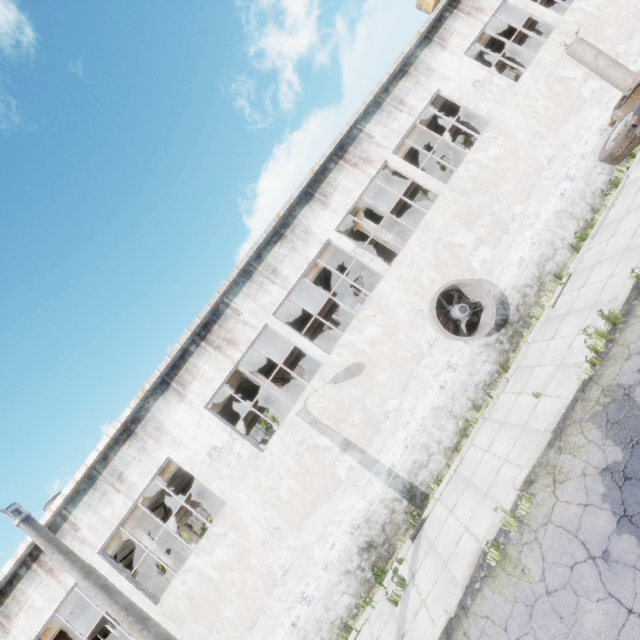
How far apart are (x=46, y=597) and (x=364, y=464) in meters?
11.2

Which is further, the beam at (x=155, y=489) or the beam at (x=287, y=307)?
the beam at (x=287, y=307)

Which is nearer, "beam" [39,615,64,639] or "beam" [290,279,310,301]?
"beam" [39,615,64,639]

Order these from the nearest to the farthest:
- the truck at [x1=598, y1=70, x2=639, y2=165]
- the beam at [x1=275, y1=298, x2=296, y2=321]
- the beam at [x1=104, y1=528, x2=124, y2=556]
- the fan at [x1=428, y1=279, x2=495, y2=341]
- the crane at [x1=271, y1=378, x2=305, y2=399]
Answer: the truck at [x1=598, y1=70, x2=639, y2=165] < the fan at [x1=428, y1=279, x2=495, y2=341] < the beam at [x1=104, y1=528, x2=124, y2=556] < the beam at [x1=275, y1=298, x2=296, y2=321] < the crane at [x1=271, y1=378, x2=305, y2=399]

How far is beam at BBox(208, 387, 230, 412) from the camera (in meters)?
14.23

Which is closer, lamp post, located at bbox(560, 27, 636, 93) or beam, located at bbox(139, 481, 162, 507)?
lamp post, located at bbox(560, 27, 636, 93)

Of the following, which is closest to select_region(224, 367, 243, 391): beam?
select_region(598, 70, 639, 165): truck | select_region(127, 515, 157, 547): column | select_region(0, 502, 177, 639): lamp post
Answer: select_region(127, 515, 157, 547): column

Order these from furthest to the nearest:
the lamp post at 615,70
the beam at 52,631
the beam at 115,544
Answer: the beam at 115,544 → the beam at 52,631 → the lamp post at 615,70
